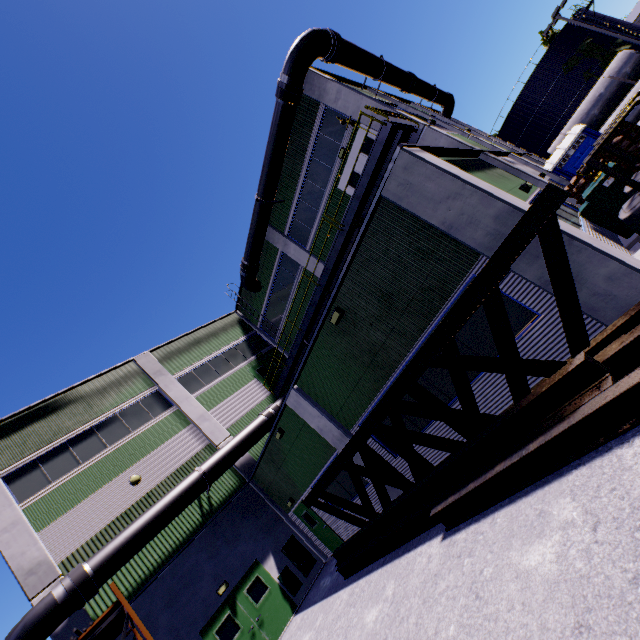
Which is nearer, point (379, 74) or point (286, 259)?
point (379, 74)

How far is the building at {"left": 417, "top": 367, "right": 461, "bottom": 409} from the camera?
8.0 meters

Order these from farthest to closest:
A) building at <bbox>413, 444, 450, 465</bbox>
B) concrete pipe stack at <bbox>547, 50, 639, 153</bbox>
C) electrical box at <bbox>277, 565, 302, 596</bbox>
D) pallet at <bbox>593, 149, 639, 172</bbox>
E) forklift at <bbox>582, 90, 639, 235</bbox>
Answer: concrete pipe stack at <bbox>547, 50, 639, 153</bbox>
electrical box at <bbox>277, 565, 302, 596</bbox>
building at <bbox>413, 444, 450, 465</bbox>
pallet at <bbox>593, 149, 639, 172</bbox>
forklift at <bbox>582, 90, 639, 235</bbox>

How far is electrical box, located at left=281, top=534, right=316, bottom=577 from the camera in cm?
1418

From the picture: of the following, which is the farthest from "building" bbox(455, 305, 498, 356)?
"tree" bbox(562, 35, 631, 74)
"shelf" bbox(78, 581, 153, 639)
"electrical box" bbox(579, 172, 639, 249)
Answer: "shelf" bbox(78, 581, 153, 639)

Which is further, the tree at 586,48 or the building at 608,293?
the tree at 586,48

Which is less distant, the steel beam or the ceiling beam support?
the steel beam

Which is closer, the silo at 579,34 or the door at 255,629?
the door at 255,629
